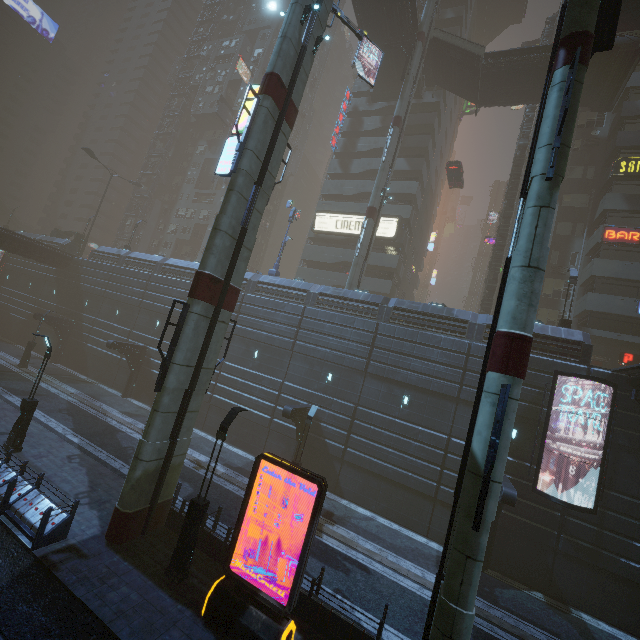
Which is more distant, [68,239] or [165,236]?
[165,236]

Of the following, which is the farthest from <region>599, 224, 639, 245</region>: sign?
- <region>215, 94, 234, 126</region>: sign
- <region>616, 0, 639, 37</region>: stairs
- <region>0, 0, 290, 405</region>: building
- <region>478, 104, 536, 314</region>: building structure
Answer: <region>215, 94, 234, 126</region>: sign

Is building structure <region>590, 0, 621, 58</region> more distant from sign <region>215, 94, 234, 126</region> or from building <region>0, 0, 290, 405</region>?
sign <region>215, 94, 234, 126</region>

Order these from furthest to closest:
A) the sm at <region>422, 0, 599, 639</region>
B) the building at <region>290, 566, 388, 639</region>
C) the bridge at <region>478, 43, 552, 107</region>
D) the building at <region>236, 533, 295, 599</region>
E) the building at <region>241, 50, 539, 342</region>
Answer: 1. the bridge at <region>478, 43, 552, 107</region>
2. the building at <region>241, 50, 539, 342</region>
3. the building at <region>236, 533, 295, 599</region>
4. the building at <region>290, 566, 388, 639</region>
5. the sm at <region>422, 0, 599, 639</region>

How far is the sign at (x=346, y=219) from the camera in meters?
37.5

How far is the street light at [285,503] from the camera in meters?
17.2

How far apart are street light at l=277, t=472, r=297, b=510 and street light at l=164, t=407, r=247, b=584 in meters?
6.7

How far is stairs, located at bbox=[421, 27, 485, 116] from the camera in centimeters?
3016cm
